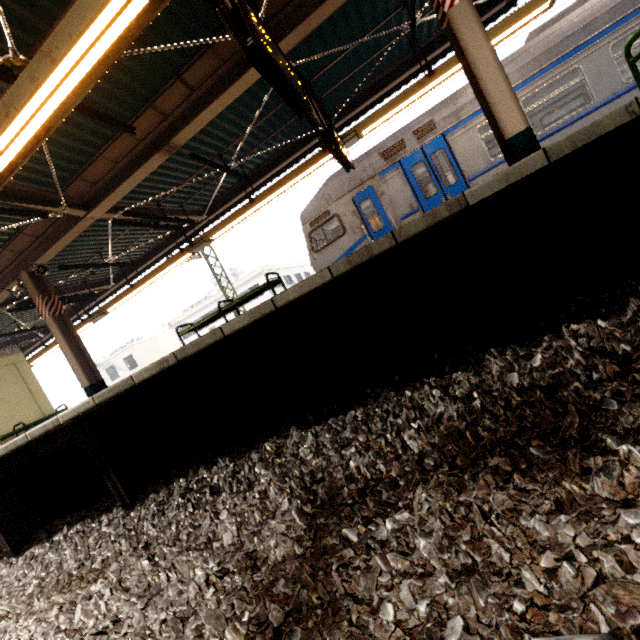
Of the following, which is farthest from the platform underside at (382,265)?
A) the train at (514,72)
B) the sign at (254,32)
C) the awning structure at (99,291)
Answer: the sign at (254,32)

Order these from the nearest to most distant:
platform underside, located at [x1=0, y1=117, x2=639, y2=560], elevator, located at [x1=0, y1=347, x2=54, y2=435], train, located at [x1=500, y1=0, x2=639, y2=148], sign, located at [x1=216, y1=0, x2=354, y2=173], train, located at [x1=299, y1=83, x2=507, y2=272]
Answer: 1. platform underside, located at [x1=0, y1=117, x2=639, y2=560]
2. sign, located at [x1=216, y1=0, x2=354, y2=173]
3. train, located at [x1=500, y1=0, x2=639, y2=148]
4. train, located at [x1=299, y1=83, x2=507, y2=272]
5. elevator, located at [x1=0, y1=347, x2=54, y2=435]

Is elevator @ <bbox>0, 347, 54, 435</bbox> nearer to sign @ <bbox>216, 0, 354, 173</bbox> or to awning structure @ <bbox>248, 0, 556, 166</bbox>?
awning structure @ <bbox>248, 0, 556, 166</bbox>

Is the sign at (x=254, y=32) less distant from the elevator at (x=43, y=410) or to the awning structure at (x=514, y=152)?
the awning structure at (x=514, y=152)

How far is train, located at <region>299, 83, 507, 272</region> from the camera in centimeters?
755cm

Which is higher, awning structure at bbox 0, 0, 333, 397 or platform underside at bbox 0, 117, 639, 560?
awning structure at bbox 0, 0, 333, 397

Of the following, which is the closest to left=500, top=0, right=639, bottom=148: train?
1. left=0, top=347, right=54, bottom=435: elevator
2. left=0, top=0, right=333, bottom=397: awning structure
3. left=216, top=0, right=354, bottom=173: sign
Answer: left=0, top=0, right=333, bottom=397: awning structure

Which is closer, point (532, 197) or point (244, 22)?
point (532, 197)
